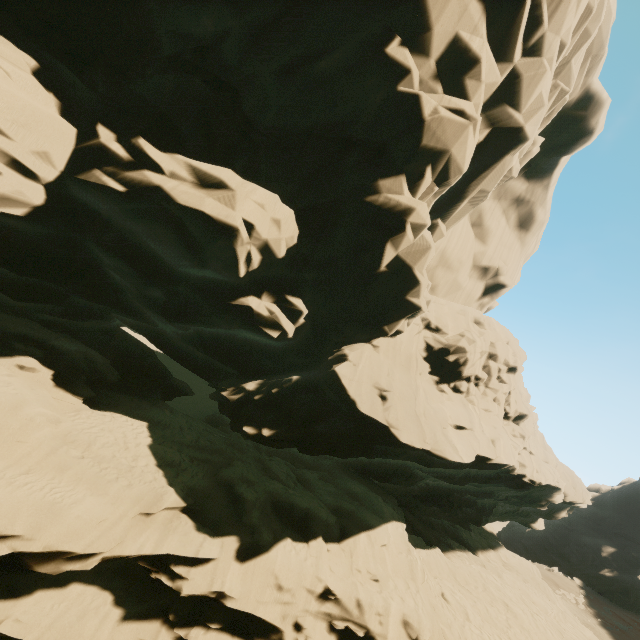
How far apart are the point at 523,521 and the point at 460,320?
25.3 meters
